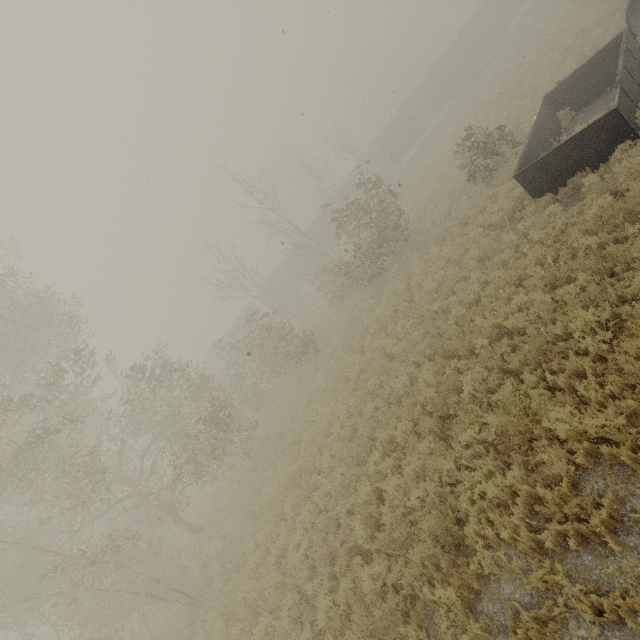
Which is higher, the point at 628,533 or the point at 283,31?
the point at 283,31

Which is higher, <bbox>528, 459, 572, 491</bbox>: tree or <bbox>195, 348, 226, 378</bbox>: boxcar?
<bbox>195, 348, 226, 378</bbox>: boxcar

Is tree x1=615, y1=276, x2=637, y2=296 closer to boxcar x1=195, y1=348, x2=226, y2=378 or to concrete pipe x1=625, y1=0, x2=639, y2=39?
concrete pipe x1=625, y1=0, x2=639, y2=39

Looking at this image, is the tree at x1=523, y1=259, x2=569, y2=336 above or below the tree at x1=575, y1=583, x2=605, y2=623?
below

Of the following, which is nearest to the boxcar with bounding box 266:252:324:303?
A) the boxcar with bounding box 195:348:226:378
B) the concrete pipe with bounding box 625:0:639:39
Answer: the boxcar with bounding box 195:348:226:378

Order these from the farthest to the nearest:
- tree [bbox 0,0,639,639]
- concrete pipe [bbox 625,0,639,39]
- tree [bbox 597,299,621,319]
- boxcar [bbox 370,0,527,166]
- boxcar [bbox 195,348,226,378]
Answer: boxcar [bbox 195,348,226,378], boxcar [bbox 370,0,527,166], concrete pipe [bbox 625,0,639,39], tree [bbox 0,0,639,639], tree [bbox 597,299,621,319]

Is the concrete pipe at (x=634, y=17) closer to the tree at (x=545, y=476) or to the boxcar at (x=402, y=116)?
the tree at (x=545, y=476)

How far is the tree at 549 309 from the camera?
7.27m
